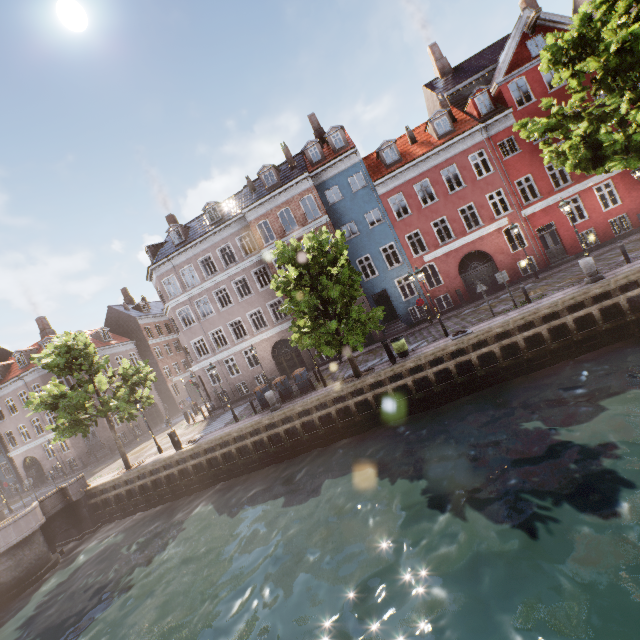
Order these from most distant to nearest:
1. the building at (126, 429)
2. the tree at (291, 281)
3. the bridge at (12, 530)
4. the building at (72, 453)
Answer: the building at (126, 429)
the building at (72, 453)
the bridge at (12, 530)
the tree at (291, 281)

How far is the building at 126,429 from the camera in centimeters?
3412cm

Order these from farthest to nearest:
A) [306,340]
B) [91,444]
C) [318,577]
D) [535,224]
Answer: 1. [91,444]
2. [535,224]
3. [306,340]
4. [318,577]

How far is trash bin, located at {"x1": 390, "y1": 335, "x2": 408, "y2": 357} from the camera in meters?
16.3 m

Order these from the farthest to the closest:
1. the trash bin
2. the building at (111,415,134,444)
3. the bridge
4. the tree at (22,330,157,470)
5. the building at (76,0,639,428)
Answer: the building at (111,415,134,444), the building at (76,0,639,428), the tree at (22,330,157,470), the trash bin, the bridge

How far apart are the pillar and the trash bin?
8.2 meters

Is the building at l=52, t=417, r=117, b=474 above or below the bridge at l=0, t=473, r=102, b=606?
above

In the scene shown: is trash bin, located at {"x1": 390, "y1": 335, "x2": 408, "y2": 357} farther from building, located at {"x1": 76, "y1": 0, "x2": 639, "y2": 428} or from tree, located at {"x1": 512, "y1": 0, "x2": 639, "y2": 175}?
building, located at {"x1": 76, "y1": 0, "x2": 639, "y2": 428}
